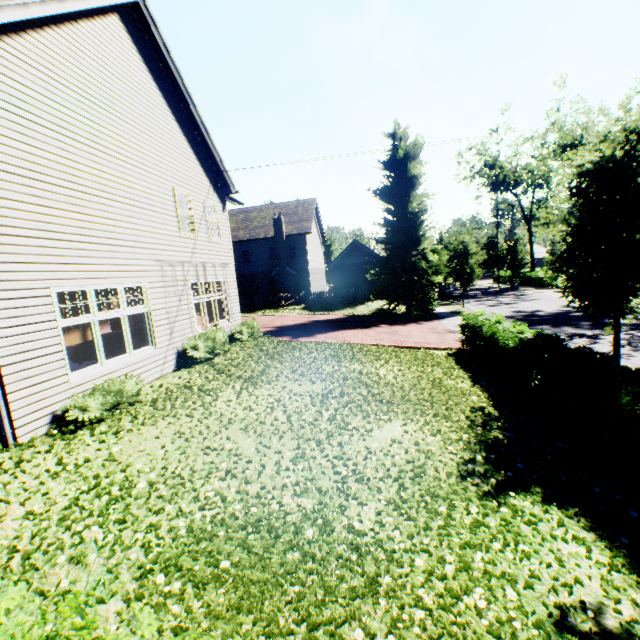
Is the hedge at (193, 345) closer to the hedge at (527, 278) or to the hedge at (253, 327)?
the hedge at (253, 327)

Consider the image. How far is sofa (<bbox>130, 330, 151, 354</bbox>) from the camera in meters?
13.2 m

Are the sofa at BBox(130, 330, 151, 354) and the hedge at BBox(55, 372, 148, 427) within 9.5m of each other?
yes

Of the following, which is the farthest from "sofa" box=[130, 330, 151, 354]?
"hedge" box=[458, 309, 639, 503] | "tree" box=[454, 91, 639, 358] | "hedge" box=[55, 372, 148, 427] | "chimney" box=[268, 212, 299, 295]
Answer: "chimney" box=[268, 212, 299, 295]

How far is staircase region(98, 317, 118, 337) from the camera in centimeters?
795cm

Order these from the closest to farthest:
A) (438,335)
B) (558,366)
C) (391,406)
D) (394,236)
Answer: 1. (558,366)
2. (391,406)
3. (438,335)
4. (394,236)

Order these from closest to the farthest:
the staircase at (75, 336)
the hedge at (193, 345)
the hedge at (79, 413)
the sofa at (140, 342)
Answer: the hedge at (79, 413) → the staircase at (75, 336) → the hedge at (193, 345) → the sofa at (140, 342)

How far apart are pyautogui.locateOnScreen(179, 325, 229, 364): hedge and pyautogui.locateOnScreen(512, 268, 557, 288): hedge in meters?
42.6 m
